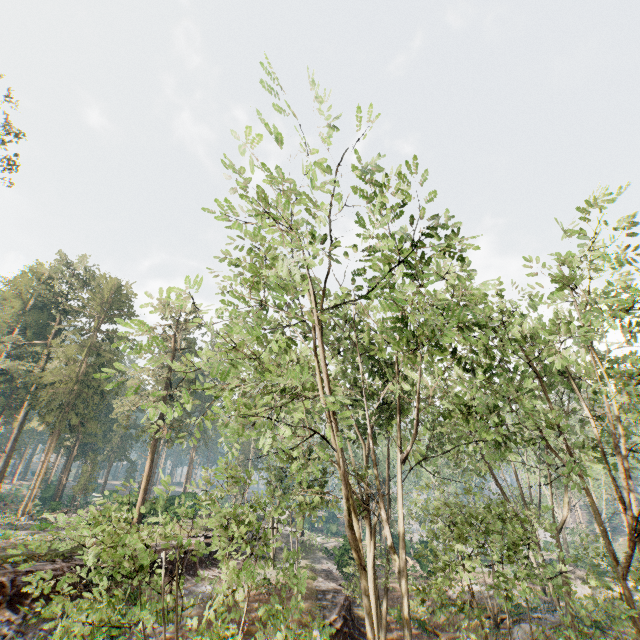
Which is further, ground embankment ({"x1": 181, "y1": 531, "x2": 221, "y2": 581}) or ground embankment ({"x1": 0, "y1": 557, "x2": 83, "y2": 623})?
→ ground embankment ({"x1": 181, "y1": 531, "x2": 221, "y2": 581})

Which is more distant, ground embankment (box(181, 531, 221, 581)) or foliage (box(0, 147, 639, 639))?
ground embankment (box(181, 531, 221, 581))

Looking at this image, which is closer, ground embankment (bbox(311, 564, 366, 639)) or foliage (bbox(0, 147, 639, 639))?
foliage (bbox(0, 147, 639, 639))

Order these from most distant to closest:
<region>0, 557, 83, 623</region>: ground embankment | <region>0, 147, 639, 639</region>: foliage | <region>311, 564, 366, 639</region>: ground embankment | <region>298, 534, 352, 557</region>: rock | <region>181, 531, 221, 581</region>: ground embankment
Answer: <region>298, 534, 352, 557</region>: rock < <region>181, 531, 221, 581</region>: ground embankment < <region>311, 564, 366, 639</region>: ground embankment < <region>0, 557, 83, 623</region>: ground embankment < <region>0, 147, 639, 639</region>: foliage

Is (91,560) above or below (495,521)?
below

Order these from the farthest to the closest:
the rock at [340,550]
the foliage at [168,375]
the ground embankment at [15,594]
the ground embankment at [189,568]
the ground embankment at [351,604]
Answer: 1. the rock at [340,550]
2. the ground embankment at [189,568]
3. the ground embankment at [351,604]
4. the ground embankment at [15,594]
5. the foliage at [168,375]

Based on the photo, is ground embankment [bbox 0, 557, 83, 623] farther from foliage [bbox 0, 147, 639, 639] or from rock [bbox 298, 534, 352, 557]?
foliage [bbox 0, 147, 639, 639]

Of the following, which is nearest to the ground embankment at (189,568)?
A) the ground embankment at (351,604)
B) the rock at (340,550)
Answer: the rock at (340,550)
